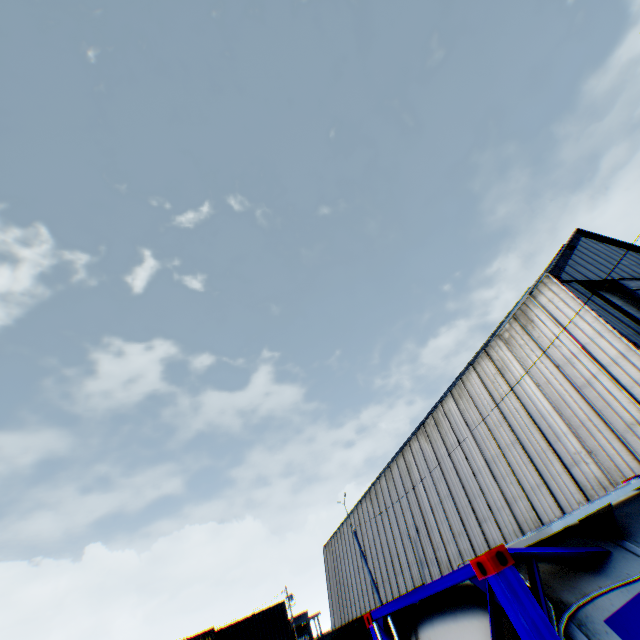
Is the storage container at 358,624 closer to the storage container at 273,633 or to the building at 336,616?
the storage container at 273,633

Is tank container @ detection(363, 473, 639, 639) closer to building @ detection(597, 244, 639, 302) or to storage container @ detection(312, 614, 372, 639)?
building @ detection(597, 244, 639, 302)

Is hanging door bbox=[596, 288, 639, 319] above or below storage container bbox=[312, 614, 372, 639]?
above

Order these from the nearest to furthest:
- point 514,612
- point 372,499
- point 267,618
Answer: point 514,612 < point 267,618 < point 372,499

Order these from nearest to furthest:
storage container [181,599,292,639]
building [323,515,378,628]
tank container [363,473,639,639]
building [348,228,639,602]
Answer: tank container [363,473,639,639] → building [348,228,639,602] → storage container [181,599,292,639] → building [323,515,378,628]

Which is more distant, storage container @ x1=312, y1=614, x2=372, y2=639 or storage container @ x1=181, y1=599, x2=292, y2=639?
storage container @ x1=181, y1=599, x2=292, y2=639

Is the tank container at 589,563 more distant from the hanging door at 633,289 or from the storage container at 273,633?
the storage container at 273,633

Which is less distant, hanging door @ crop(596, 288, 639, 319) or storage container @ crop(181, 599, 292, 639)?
hanging door @ crop(596, 288, 639, 319)
